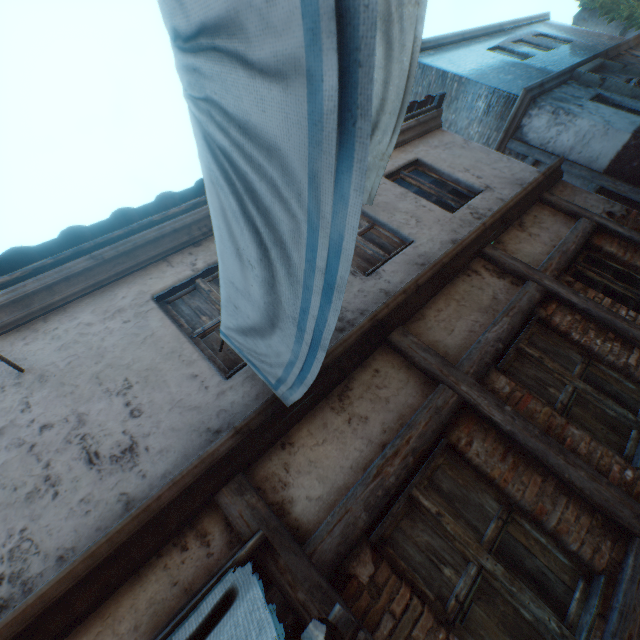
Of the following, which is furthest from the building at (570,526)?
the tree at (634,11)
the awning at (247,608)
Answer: the tree at (634,11)

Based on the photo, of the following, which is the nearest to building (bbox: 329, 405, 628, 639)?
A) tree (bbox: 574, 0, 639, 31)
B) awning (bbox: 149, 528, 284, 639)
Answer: awning (bbox: 149, 528, 284, 639)

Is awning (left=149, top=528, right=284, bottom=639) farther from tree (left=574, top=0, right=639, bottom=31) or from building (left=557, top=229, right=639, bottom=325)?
tree (left=574, top=0, right=639, bottom=31)

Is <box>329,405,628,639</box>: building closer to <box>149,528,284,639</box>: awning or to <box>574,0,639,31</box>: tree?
<box>149,528,284,639</box>: awning

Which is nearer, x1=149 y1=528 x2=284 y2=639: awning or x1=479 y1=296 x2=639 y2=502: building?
x1=149 y1=528 x2=284 y2=639: awning

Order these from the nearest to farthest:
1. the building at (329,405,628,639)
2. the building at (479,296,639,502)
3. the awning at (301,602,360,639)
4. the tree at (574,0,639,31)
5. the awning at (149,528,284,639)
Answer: the awning at (301,602,360,639)
the awning at (149,528,284,639)
the building at (329,405,628,639)
the building at (479,296,639,502)
the tree at (574,0,639,31)

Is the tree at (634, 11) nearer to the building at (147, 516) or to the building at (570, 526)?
the building at (147, 516)

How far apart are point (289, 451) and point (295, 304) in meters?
1.6 m
